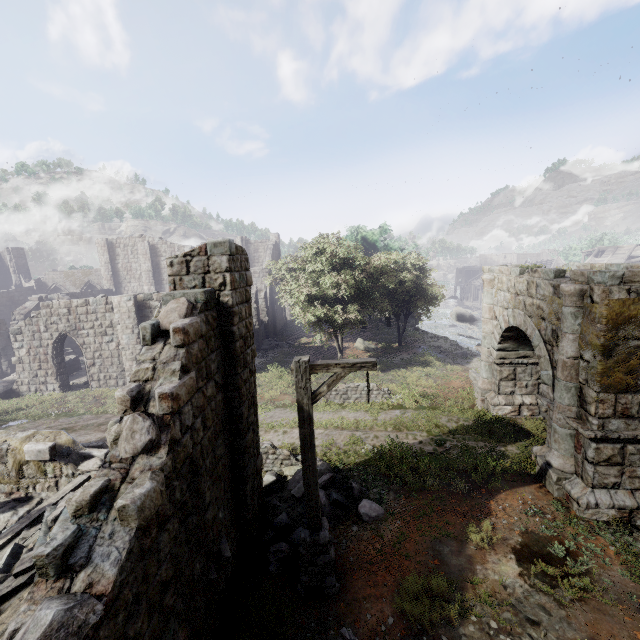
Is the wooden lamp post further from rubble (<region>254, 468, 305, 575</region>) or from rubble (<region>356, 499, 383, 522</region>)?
rubble (<region>356, 499, 383, 522</region>)

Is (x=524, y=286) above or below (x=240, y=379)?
above

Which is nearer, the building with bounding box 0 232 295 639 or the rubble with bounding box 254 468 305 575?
the building with bounding box 0 232 295 639

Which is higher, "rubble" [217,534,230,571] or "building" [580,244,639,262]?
"building" [580,244,639,262]

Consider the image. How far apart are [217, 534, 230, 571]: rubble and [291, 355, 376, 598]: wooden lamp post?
1.4 meters

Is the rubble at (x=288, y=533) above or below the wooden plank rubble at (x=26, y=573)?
below

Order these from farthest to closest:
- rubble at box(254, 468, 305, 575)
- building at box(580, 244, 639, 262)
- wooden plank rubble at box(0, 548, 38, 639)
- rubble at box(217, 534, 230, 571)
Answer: building at box(580, 244, 639, 262) < rubble at box(254, 468, 305, 575) < rubble at box(217, 534, 230, 571) < wooden plank rubble at box(0, 548, 38, 639)

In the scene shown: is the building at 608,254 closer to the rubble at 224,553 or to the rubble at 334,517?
the rubble at 224,553
